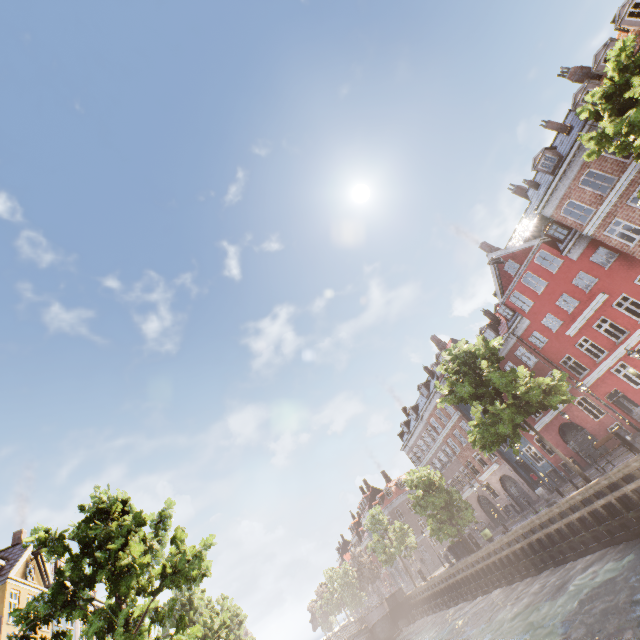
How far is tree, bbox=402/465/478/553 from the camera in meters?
27.8 m

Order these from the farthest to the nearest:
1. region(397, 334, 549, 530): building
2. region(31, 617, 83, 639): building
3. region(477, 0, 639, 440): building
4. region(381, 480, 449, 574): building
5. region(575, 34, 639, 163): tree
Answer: region(381, 480, 449, 574): building < region(397, 334, 549, 530): building < region(31, 617, 83, 639): building < region(477, 0, 639, 440): building < region(575, 34, 639, 163): tree

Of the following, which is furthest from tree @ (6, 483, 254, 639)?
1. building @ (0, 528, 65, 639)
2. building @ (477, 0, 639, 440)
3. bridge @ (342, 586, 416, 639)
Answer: building @ (0, 528, 65, 639)

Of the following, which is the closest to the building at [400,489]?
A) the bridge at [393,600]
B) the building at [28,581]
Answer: the bridge at [393,600]

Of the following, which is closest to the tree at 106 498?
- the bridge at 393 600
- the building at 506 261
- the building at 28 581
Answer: the bridge at 393 600

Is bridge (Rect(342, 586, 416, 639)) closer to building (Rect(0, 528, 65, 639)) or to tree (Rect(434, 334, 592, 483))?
tree (Rect(434, 334, 592, 483))

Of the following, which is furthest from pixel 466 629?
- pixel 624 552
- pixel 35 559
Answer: pixel 35 559

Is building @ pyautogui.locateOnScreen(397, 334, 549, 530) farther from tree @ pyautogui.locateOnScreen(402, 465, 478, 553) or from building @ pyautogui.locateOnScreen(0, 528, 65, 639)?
building @ pyautogui.locateOnScreen(0, 528, 65, 639)
